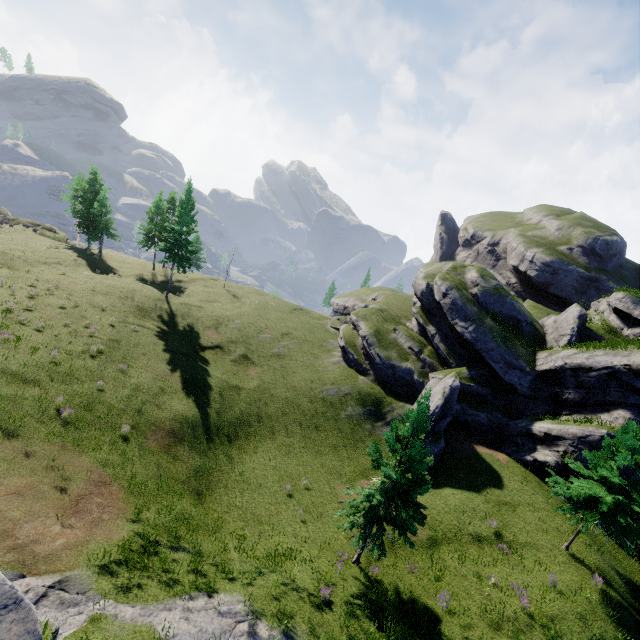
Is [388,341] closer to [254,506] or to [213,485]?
[254,506]

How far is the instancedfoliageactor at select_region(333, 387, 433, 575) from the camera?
14.79m

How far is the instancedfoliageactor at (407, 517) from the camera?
14.79m

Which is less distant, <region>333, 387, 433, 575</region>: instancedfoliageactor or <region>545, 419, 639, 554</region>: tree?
<region>333, 387, 433, 575</region>: instancedfoliageactor

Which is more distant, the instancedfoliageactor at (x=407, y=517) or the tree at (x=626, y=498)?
the tree at (x=626, y=498)
